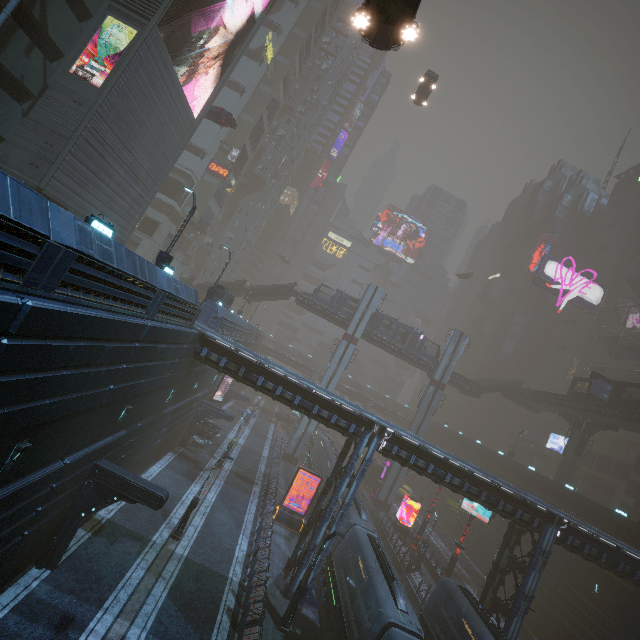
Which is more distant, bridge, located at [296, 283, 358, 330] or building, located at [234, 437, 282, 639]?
bridge, located at [296, 283, 358, 330]

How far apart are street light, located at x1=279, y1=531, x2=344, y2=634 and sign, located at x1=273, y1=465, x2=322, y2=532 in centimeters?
956cm

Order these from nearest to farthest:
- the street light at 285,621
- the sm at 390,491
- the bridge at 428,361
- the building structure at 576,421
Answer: the street light at 285,621 → the building structure at 576,421 → the sm at 390,491 → the bridge at 428,361

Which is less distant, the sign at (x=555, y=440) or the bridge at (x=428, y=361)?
the bridge at (x=428, y=361)

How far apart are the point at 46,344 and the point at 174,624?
14.96m

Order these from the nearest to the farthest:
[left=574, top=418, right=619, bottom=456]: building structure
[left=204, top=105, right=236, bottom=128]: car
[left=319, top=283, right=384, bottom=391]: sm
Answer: [left=204, top=105, right=236, bottom=128]: car, [left=574, top=418, right=619, bottom=456]: building structure, [left=319, top=283, right=384, bottom=391]: sm

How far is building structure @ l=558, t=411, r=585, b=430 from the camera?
41.3m
